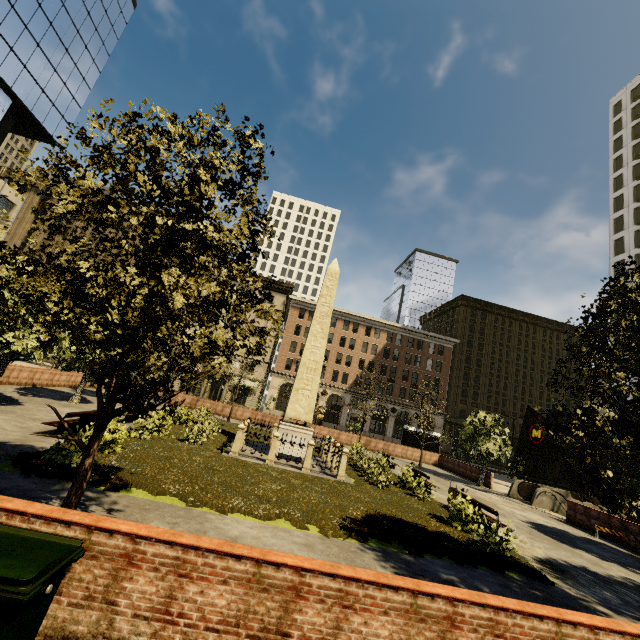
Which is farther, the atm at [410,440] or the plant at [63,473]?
the atm at [410,440]

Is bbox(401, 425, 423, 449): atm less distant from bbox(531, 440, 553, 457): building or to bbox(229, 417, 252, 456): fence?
bbox(229, 417, 252, 456): fence

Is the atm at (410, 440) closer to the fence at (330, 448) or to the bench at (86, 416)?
the fence at (330, 448)

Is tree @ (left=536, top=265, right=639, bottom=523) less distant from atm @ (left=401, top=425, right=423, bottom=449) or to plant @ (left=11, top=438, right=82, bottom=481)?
plant @ (left=11, top=438, right=82, bottom=481)

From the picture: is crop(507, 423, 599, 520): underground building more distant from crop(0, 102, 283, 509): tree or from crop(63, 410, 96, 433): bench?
crop(63, 410, 96, 433): bench

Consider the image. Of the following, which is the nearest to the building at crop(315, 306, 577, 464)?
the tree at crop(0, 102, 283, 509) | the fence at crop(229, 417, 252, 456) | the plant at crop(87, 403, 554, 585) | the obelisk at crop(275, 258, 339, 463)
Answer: the tree at crop(0, 102, 283, 509)

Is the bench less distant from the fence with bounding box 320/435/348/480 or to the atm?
the fence with bounding box 320/435/348/480

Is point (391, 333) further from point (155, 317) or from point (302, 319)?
point (155, 317)
